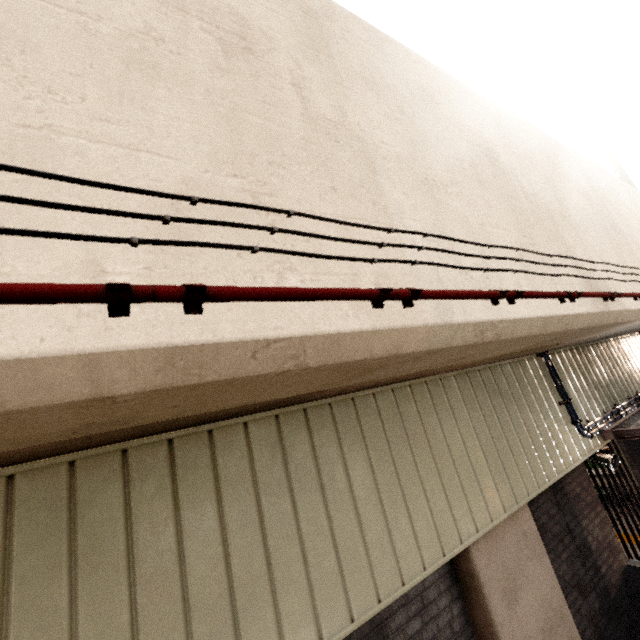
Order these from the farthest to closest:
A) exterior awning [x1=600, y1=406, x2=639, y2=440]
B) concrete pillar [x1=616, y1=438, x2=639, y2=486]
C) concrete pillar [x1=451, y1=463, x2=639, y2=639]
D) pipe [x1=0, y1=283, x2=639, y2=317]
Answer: concrete pillar [x1=616, y1=438, x2=639, y2=486]
exterior awning [x1=600, y1=406, x2=639, y2=440]
concrete pillar [x1=451, y1=463, x2=639, y2=639]
pipe [x1=0, y1=283, x2=639, y2=317]

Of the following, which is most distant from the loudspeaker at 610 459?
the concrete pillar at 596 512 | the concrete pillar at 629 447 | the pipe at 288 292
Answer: the concrete pillar at 629 447

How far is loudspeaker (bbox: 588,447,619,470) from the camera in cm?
552

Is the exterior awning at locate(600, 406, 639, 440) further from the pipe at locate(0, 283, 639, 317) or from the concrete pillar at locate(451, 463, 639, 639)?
the pipe at locate(0, 283, 639, 317)

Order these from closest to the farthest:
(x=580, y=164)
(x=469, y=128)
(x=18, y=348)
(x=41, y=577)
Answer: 1. (x=18, y=348)
2. (x=41, y=577)
3. (x=469, y=128)
4. (x=580, y=164)

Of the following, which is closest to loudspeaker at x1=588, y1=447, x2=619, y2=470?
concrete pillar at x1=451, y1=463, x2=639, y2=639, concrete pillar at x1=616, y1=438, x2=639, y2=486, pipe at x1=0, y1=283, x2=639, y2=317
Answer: concrete pillar at x1=451, y1=463, x2=639, y2=639

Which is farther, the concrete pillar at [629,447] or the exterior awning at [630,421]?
the concrete pillar at [629,447]

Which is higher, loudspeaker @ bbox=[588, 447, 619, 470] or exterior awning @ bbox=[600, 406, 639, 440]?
exterior awning @ bbox=[600, 406, 639, 440]
